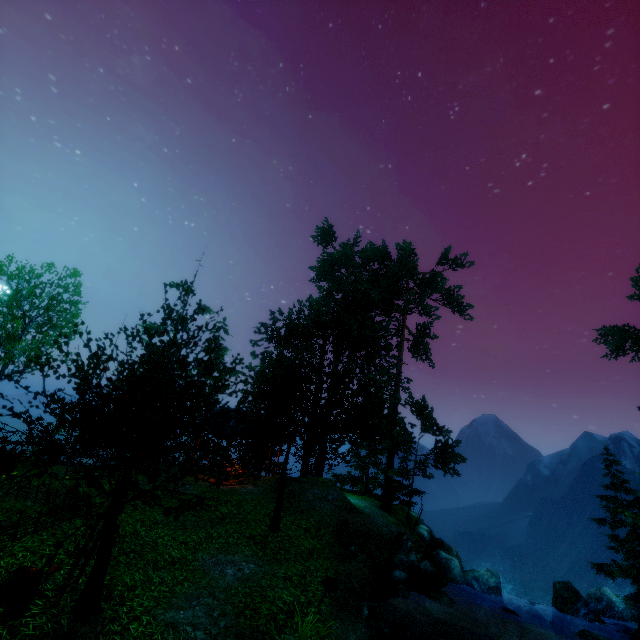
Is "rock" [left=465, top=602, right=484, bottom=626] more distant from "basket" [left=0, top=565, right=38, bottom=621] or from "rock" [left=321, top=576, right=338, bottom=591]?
"basket" [left=0, top=565, right=38, bottom=621]

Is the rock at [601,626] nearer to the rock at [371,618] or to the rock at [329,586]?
the rock at [371,618]

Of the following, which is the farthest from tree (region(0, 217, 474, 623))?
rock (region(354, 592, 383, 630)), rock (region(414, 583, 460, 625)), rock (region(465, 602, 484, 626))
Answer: rock (region(465, 602, 484, 626))

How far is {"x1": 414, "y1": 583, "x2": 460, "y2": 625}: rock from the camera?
12.1 meters

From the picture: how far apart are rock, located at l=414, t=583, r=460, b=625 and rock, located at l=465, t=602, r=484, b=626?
1.2 meters

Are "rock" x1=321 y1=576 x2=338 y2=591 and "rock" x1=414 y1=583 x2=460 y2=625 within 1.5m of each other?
no

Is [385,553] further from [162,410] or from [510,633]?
[162,410]

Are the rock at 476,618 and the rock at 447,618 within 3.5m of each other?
yes
